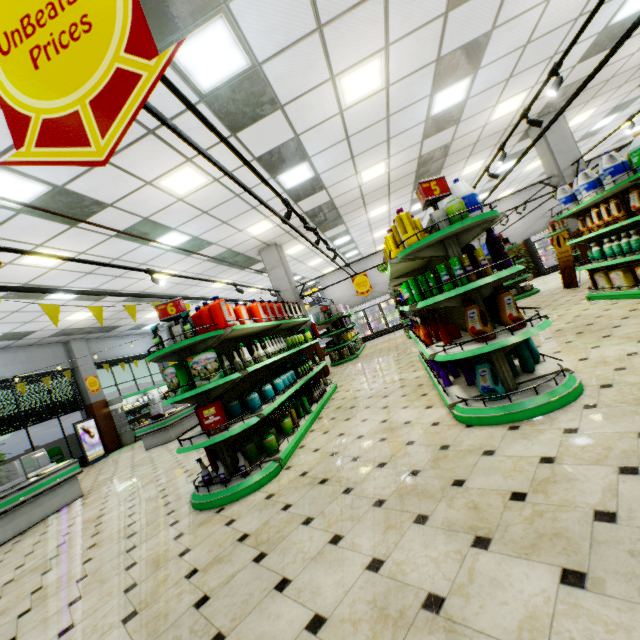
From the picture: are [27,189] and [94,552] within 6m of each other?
yes

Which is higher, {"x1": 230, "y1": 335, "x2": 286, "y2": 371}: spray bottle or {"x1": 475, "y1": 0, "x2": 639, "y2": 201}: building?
{"x1": 475, "y1": 0, "x2": 639, "y2": 201}: building

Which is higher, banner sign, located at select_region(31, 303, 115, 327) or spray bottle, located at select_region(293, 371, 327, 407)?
banner sign, located at select_region(31, 303, 115, 327)

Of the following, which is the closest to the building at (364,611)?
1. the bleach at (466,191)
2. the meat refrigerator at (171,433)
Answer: the meat refrigerator at (171,433)

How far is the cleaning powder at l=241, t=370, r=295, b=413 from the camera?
4.2m

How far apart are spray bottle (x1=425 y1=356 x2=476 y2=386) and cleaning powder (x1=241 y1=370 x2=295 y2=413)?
2.7m

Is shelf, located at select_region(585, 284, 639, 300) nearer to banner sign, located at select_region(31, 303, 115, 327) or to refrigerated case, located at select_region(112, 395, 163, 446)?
banner sign, located at select_region(31, 303, 115, 327)

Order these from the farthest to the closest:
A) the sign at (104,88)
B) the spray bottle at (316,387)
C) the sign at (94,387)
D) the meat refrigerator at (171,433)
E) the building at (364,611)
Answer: the sign at (94,387) → the meat refrigerator at (171,433) → the spray bottle at (316,387) → the building at (364,611) → the sign at (104,88)
